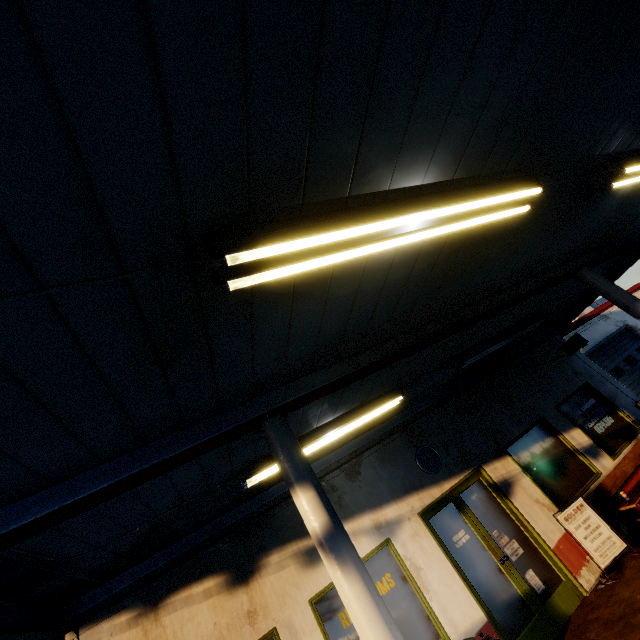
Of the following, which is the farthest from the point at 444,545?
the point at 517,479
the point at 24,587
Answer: the point at 24,587

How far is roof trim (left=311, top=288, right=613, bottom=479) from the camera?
6.6 meters

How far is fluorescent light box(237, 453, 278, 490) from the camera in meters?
4.4 m

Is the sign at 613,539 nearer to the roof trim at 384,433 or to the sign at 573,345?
the roof trim at 384,433

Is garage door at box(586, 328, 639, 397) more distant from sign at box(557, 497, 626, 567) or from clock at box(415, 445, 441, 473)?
clock at box(415, 445, 441, 473)

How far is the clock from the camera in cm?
684

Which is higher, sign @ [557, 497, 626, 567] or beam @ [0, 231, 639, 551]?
beam @ [0, 231, 639, 551]

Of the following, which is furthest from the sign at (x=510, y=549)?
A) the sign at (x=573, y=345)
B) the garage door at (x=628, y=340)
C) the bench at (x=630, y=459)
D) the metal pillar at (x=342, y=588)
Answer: the garage door at (x=628, y=340)
